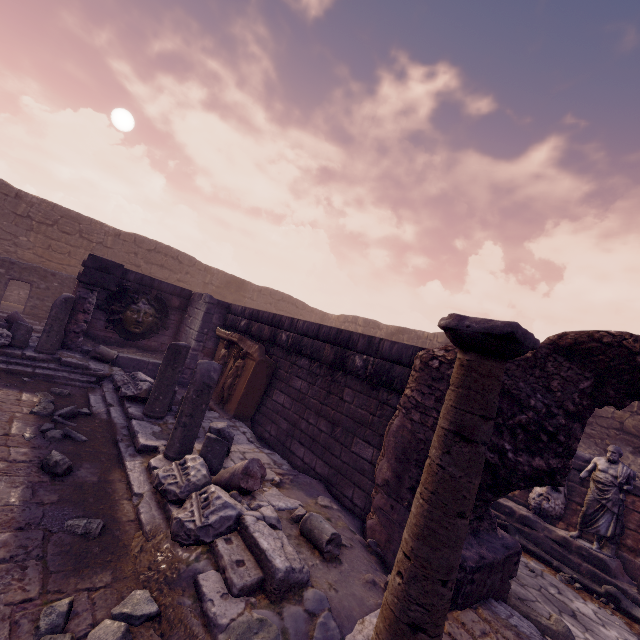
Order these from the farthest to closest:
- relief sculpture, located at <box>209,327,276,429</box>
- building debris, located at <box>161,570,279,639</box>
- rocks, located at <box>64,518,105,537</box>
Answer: relief sculpture, located at <box>209,327,276,429</box> < rocks, located at <box>64,518,105,537</box> < building debris, located at <box>161,570,279,639</box>

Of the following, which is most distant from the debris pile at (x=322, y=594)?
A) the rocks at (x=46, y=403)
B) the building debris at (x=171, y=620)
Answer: the rocks at (x=46, y=403)

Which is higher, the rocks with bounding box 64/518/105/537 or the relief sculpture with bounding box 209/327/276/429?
the relief sculpture with bounding box 209/327/276/429

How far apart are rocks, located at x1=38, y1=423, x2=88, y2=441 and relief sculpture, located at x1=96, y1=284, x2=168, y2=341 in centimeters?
602cm

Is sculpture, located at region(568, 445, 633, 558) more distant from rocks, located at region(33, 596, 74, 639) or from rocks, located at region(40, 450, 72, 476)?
rocks, located at region(40, 450, 72, 476)

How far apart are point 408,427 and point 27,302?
14.5 meters

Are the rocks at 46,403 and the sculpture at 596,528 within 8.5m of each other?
no

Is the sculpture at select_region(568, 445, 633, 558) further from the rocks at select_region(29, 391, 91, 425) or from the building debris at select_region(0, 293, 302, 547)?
the rocks at select_region(29, 391, 91, 425)
